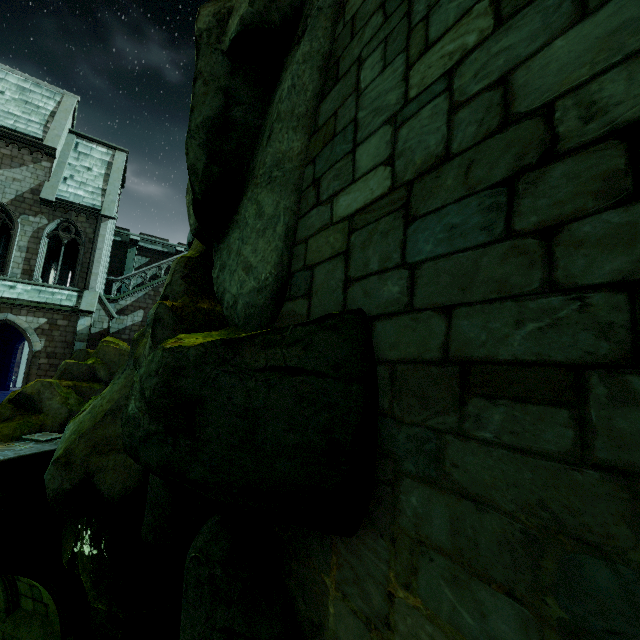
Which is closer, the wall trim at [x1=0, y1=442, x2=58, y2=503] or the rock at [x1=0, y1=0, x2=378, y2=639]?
the rock at [x1=0, y1=0, x2=378, y2=639]

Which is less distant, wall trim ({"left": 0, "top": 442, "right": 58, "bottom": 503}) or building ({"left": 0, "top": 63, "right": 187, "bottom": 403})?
wall trim ({"left": 0, "top": 442, "right": 58, "bottom": 503})

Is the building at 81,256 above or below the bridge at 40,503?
above

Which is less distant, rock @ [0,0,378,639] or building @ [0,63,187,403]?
rock @ [0,0,378,639]

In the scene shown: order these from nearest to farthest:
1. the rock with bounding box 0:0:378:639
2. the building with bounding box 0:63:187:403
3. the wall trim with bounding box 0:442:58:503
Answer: the rock with bounding box 0:0:378:639
the wall trim with bounding box 0:442:58:503
the building with bounding box 0:63:187:403

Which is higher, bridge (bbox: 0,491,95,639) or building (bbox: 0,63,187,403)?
building (bbox: 0,63,187,403)

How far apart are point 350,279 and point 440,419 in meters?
1.8 m

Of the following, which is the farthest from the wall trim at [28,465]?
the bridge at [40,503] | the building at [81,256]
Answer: the building at [81,256]
